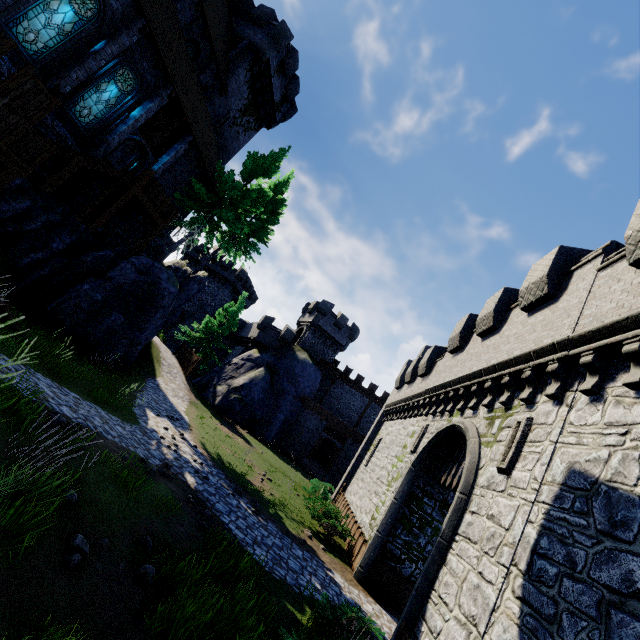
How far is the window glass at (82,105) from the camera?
14.5 meters

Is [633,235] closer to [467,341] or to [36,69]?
[467,341]

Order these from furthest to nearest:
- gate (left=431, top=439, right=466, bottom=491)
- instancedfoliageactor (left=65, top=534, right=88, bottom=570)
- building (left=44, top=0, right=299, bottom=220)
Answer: building (left=44, top=0, right=299, bottom=220) → gate (left=431, top=439, right=466, bottom=491) → instancedfoliageactor (left=65, top=534, right=88, bottom=570)

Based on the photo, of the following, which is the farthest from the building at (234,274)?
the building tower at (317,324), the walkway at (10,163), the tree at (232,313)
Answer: the walkway at (10,163)

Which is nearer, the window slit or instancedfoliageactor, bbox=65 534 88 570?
instancedfoliageactor, bbox=65 534 88 570

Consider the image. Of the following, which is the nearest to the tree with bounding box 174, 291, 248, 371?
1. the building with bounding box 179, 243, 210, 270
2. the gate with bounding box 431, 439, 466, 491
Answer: the building with bounding box 179, 243, 210, 270

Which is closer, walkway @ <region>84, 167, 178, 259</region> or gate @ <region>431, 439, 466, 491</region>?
gate @ <region>431, 439, 466, 491</region>

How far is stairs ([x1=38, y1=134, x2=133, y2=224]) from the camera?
12.4 meters
